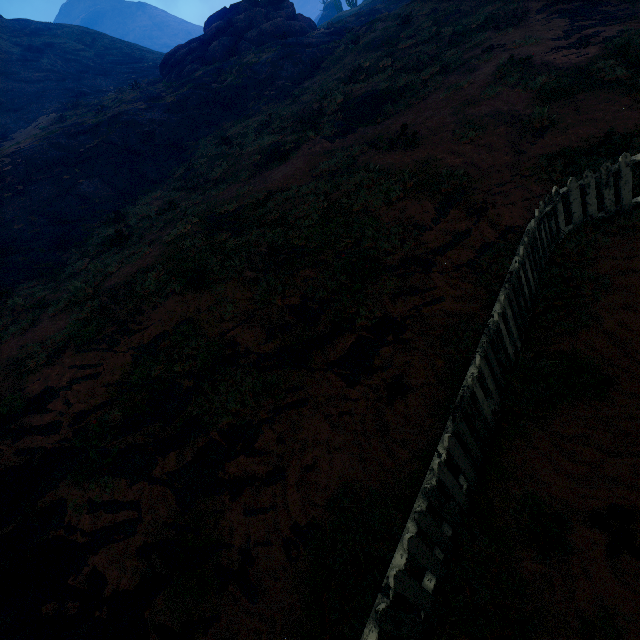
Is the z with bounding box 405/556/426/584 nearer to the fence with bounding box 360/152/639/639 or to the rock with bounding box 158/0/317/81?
the fence with bounding box 360/152/639/639

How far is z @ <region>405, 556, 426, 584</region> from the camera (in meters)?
3.30

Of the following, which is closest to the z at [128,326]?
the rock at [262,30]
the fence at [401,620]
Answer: the fence at [401,620]

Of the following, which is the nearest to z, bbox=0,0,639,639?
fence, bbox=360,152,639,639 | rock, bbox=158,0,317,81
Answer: fence, bbox=360,152,639,639

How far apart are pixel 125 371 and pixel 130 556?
3.33m

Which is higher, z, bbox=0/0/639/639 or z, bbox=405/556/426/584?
z, bbox=0/0/639/639

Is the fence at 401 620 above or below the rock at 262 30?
below
